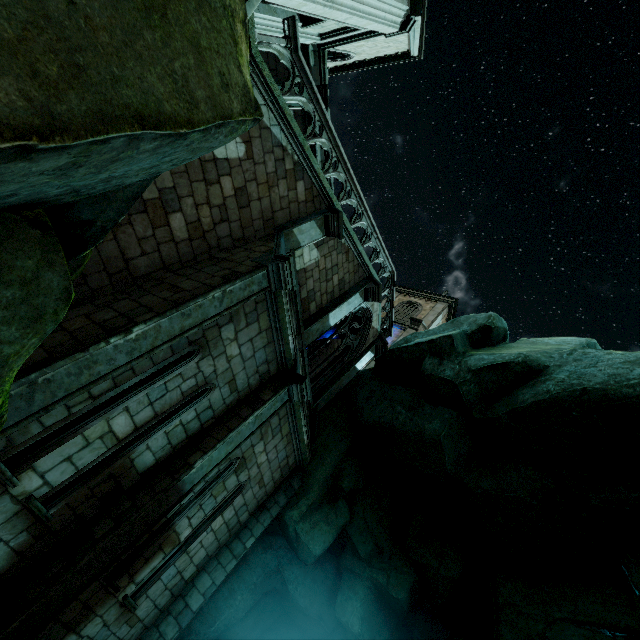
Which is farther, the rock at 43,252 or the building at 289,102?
the building at 289,102

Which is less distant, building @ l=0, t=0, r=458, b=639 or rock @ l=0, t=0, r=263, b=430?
rock @ l=0, t=0, r=263, b=430

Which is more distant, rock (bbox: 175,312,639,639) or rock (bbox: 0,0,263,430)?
rock (bbox: 175,312,639,639)

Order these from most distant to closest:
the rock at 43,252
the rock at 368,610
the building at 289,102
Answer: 1. the rock at 368,610
2. the building at 289,102
3. the rock at 43,252

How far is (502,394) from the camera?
8.3m

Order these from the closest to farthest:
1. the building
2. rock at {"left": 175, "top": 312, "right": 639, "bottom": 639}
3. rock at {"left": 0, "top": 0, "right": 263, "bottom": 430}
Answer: rock at {"left": 0, "top": 0, "right": 263, "bottom": 430} → the building → rock at {"left": 175, "top": 312, "right": 639, "bottom": 639}

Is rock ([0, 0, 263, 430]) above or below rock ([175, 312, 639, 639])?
below
